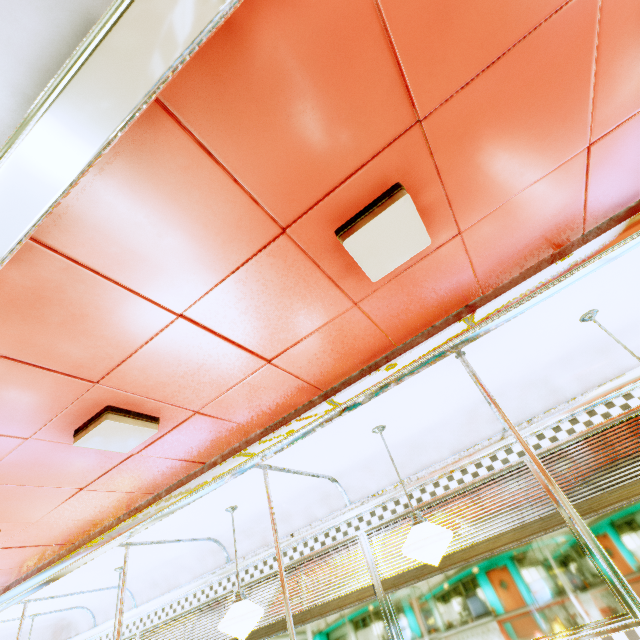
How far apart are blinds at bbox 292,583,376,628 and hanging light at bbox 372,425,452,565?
1.2m

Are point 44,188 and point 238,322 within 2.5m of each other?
yes

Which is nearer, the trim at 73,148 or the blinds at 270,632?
the trim at 73,148

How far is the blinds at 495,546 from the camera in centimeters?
288cm

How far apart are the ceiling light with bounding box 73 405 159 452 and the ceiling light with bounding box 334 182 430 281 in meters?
1.6 m

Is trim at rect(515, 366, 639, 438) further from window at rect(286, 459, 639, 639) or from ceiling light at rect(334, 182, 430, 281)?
ceiling light at rect(334, 182, 430, 281)

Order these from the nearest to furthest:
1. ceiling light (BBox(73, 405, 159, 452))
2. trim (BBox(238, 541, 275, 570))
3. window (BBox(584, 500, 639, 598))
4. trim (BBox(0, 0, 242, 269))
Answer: trim (BBox(0, 0, 242, 269))
ceiling light (BBox(73, 405, 159, 452))
window (BBox(584, 500, 639, 598))
trim (BBox(238, 541, 275, 570))

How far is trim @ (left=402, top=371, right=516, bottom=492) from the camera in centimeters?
326cm
